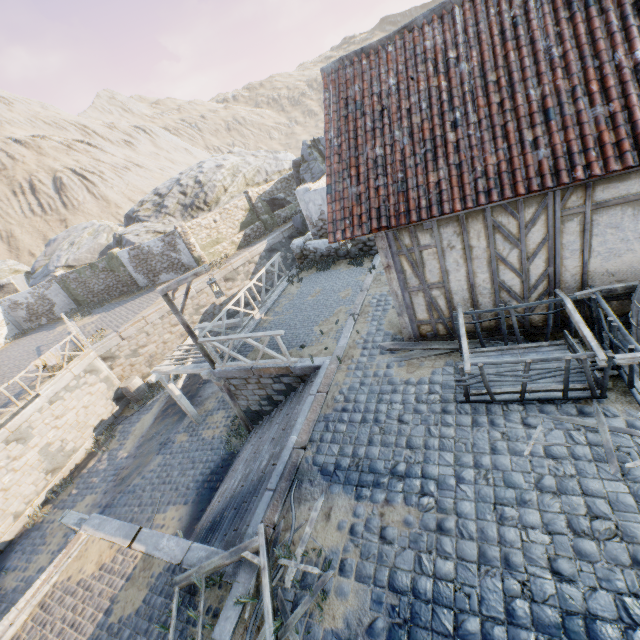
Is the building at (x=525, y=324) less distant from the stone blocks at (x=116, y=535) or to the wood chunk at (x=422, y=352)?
the wood chunk at (x=422, y=352)

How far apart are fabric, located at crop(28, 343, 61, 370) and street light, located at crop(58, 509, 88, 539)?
9.0m

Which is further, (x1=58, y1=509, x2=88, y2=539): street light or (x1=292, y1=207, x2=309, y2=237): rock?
(x1=292, y1=207, x2=309, y2=237): rock

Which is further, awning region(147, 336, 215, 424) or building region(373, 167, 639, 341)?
awning region(147, 336, 215, 424)

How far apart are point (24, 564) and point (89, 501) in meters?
2.3

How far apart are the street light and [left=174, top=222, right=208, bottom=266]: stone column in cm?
1617

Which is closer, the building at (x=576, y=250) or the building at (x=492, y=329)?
the building at (x=576, y=250)

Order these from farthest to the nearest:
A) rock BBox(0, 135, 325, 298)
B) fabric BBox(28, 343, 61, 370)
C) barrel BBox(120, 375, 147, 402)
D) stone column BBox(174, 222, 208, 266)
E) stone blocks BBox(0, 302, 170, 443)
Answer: rock BBox(0, 135, 325, 298) < stone column BBox(174, 222, 208, 266) < barrel BBox(120, 375, 147, 402) < fabric BBox(28, 343, 61, 370) < stone blocks BBox(0, 302, 170, 443)
